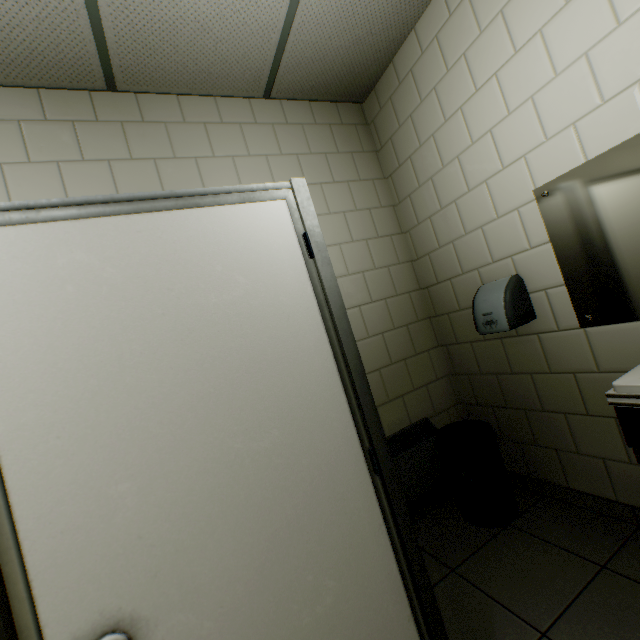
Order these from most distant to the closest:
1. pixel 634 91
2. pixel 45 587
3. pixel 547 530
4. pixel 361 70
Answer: pixel 361 70 → pixel 547 530 → pixel 634 91 → pixel 45 587

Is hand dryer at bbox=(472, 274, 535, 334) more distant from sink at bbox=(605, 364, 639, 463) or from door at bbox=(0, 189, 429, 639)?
door at bbox=(0, 189, 429, 639)

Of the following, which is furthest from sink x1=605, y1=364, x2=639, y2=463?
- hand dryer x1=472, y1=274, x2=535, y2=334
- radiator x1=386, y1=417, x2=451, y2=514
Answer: radiator x1=386, y1=417, x2=451, y2=514

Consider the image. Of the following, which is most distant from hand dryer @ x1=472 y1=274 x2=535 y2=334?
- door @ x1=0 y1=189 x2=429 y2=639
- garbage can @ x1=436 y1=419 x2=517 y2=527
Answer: door @ x1=0 y1=189 x2=429 y2=639

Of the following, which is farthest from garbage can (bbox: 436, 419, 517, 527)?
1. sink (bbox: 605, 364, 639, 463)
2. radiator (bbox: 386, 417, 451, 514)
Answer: sink (bbox: 605, 364, 639, 463)

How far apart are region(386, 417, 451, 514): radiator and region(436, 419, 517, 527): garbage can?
0.16m

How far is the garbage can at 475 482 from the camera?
2.02m

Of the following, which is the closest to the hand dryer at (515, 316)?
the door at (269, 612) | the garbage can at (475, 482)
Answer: the garbage can at (475, 482)
